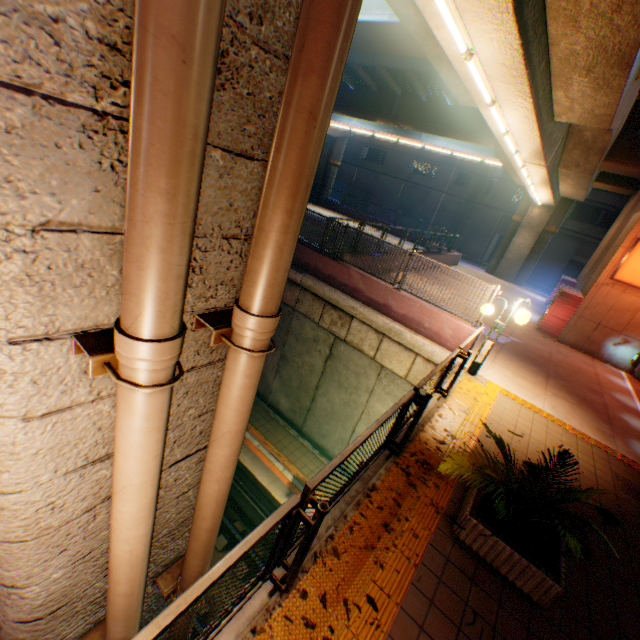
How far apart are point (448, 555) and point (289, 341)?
9.6 meters

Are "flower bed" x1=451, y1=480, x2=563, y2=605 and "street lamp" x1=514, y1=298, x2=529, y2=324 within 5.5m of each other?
yes

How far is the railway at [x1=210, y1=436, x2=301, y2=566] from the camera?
10.0 meters

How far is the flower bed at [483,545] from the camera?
Answer: 3.4 meters

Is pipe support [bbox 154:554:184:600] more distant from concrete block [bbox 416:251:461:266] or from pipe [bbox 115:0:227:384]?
concrete block [bbox 416:251:461:266]

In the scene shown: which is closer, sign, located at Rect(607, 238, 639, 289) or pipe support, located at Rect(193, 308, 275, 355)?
pipe support, located at Rect(193, 308, 275, 355)

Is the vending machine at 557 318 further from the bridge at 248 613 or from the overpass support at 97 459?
the bridge at 248 613

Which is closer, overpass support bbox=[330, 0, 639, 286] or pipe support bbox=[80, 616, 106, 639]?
pipe support bbox=[80, 616, 106, 639]
